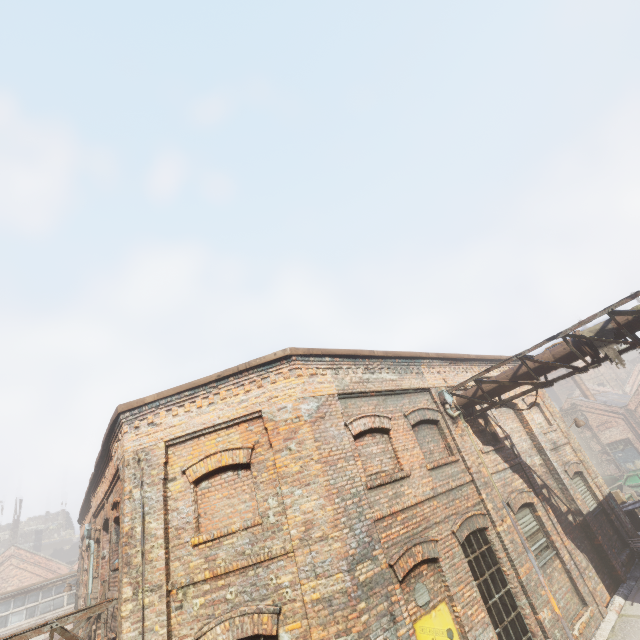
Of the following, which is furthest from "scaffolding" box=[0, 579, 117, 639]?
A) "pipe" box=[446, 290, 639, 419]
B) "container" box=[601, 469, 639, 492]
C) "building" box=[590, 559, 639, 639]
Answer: "container" box=[601, 469, 639, 492]

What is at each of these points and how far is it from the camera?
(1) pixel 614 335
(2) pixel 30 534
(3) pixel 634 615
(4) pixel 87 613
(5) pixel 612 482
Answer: (1) pipe, 7.3 meters
(2) building, 55.4 meters
(3) building, 8.2 meters
(4) scaffolding, 6.0 meters
(5) container, 24.0 meters

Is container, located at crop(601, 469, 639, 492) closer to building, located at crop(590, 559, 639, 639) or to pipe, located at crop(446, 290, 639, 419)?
building, located at crop(590, 559, 639, 639)

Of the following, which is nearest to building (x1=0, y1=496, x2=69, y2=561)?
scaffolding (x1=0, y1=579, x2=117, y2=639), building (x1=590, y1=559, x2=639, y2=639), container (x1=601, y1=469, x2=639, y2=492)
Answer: scaffolding (x1=0, y1=579, x2=117, y2=639)

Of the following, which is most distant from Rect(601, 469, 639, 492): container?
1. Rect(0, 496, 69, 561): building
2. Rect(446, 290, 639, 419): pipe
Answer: Rect(0, 496, 69, 561): building

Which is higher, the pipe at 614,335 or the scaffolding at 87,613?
the pipe at 614,335

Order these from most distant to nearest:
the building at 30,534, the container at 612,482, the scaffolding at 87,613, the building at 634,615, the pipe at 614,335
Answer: the building at 30,534, the container at 612,482, the building at 634,615, the pipe at 614,335, the scaffolding at 87,613

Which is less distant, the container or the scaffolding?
the scaffolding
